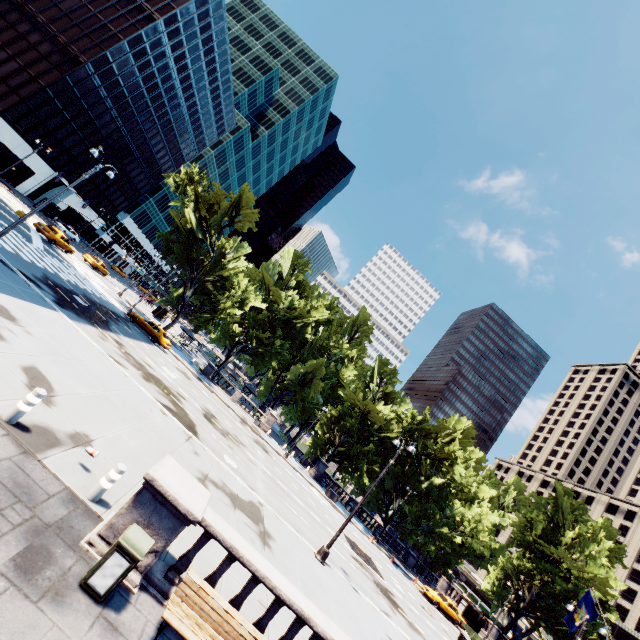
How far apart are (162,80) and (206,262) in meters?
37.5 m

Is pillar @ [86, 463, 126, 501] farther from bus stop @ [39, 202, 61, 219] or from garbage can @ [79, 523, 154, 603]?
bus stop @ [39, 202, 61, 219]

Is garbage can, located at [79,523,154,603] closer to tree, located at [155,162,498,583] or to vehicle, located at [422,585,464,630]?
tree, located at [155,162,498,583]

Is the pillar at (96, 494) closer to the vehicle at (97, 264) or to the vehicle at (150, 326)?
the vehicle at (150, 326)

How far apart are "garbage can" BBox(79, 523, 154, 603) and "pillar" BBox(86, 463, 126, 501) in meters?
1.7 m

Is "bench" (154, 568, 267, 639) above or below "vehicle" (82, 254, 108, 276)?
below

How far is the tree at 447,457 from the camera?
39.2m

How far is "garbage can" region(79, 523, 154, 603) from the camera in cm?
534
